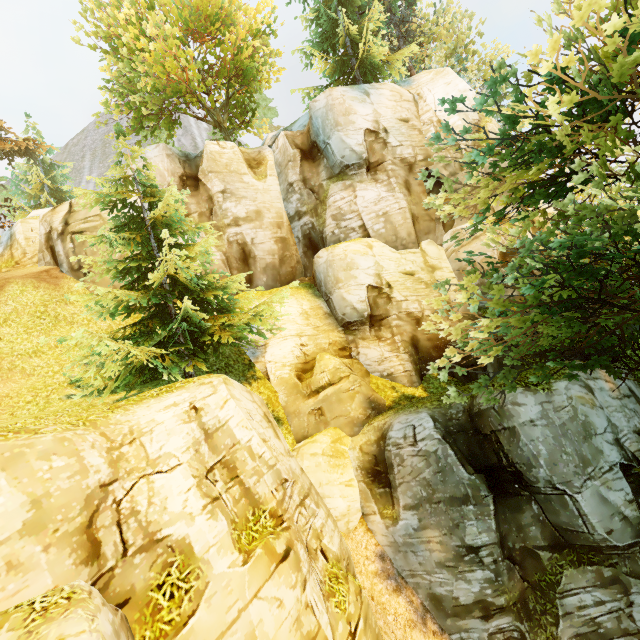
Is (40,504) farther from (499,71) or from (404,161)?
(404,161)

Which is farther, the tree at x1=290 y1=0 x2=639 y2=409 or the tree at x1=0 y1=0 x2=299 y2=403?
the tree at x1=0 y1=0 x2=299 y2=403

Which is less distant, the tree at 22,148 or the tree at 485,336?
the tree at 485,336
